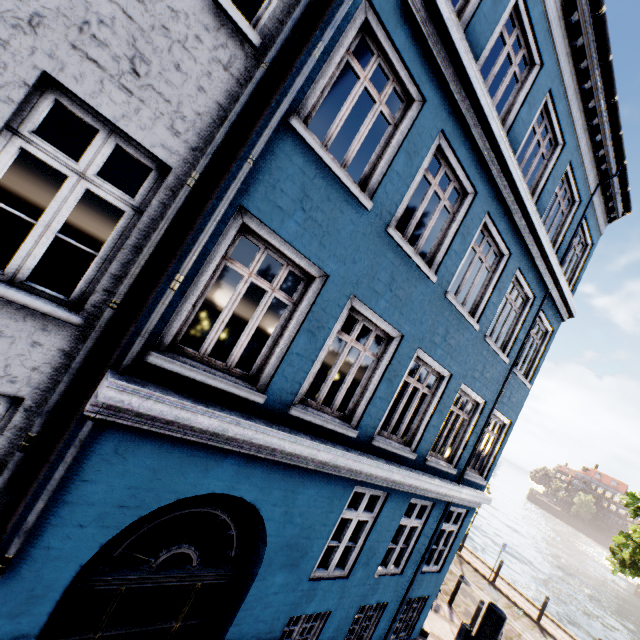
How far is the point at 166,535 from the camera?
7.8m

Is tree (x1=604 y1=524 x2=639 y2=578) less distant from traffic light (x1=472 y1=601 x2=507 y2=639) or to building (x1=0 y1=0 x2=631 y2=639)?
building (x1=0 y1=0 x2=631 y2=639)

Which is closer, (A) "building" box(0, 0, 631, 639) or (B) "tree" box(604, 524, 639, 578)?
(A) "building" box(0, 0, 631, 639)

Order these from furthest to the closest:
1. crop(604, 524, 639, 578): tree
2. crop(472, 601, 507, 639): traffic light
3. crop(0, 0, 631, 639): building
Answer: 1. crop(604, 524, 639, 578): tree
2. crop(472, 601, 507, 639): traffic light
3. crop(0, 0, 631, 639): building

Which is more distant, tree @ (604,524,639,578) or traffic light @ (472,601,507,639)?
tree @ (604,524,639,578)

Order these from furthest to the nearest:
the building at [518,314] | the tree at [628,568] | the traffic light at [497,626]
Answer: the tree at [628,568] < the traffic light at [497,626] < the building at [518,314]

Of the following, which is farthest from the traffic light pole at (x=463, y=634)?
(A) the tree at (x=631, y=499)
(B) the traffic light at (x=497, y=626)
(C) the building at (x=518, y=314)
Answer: (A) the tree at (x=631, y=499)
